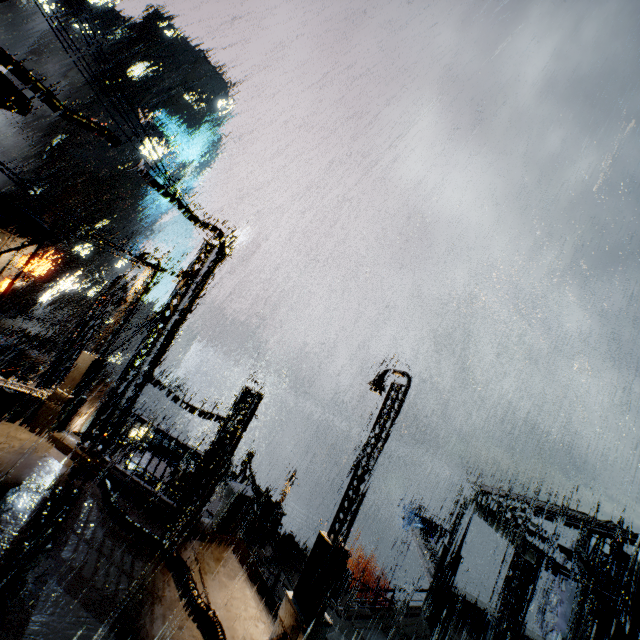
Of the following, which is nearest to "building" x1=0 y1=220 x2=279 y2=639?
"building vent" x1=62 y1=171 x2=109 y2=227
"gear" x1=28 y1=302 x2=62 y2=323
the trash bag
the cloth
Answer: the trash bag

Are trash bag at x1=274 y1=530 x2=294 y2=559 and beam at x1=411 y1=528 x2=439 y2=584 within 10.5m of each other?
yes

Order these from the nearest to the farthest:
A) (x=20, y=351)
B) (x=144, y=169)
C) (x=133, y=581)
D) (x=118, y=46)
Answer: (x=133, y=581), (x=144, y=169), (x=20, y=351), (x=118, y=46)

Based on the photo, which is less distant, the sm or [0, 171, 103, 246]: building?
the sm

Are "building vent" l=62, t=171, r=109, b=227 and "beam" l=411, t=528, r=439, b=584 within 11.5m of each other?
no

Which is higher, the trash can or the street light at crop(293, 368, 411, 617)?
the street light at crop(293, 368, 411, 617)

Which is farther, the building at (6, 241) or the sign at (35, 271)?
the sign at (35, 271)

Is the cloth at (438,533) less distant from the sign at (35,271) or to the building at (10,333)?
the building at (10,333)
